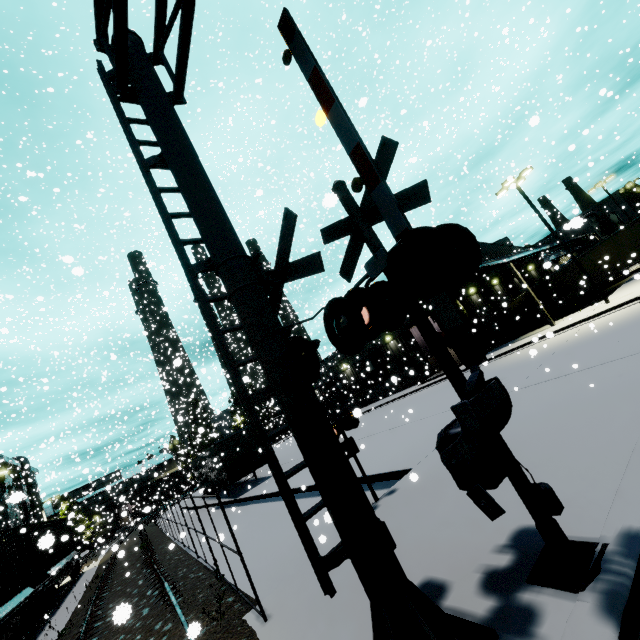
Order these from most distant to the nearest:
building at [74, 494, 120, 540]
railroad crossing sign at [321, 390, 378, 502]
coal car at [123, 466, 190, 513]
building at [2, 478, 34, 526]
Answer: coal car at [123, 466, 190, 513] < building at [74, 494, 120, 540] < railroad crossing sign at [321, 390, 378, 502] < building at [2, 478, 34, 526]

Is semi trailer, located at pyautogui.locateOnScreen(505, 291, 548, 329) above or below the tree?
below

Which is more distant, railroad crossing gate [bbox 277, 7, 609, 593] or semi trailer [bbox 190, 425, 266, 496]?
semi trailer [bbox 190, 425, 266, 496]

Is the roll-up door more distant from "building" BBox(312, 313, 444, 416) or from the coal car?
the coal car

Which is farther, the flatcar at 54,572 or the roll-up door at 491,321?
the roll-up door at 491,321

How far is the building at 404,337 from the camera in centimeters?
3122cm

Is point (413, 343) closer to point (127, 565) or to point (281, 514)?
point (281, 514)

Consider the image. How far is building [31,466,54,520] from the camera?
52.7m
